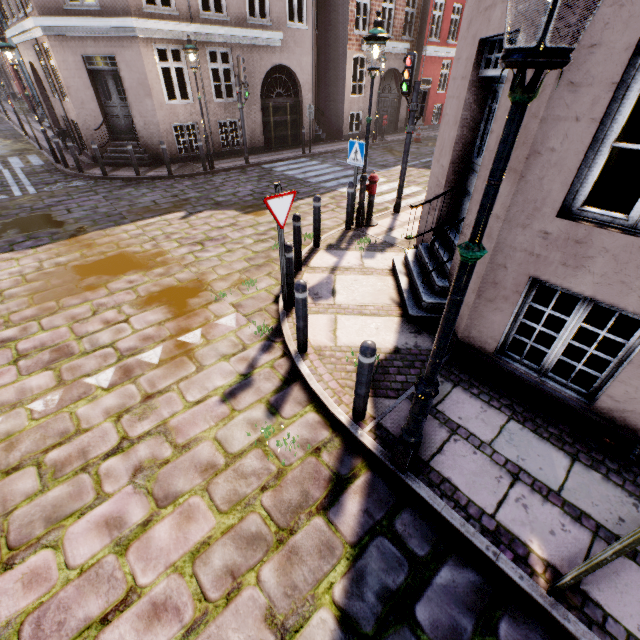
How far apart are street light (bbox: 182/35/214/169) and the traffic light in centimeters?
741cm

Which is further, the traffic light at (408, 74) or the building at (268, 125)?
the traffic light at (408, 74)

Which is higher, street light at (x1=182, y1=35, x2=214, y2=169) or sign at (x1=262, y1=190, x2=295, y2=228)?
street light at (x1=182, y1=35, x2=214, y2=169)

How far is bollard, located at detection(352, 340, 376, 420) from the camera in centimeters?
301cm

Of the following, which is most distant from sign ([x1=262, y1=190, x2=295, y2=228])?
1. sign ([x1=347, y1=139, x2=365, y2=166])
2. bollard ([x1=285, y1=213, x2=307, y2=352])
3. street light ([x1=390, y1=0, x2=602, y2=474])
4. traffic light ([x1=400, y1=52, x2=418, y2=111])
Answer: traffic light ([x1=400, y1=52, x2=418, y2=111])

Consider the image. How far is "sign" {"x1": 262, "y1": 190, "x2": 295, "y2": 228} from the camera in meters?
4.1 m

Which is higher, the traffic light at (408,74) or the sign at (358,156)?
the traffic light at (408,74)

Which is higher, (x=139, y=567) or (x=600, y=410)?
(x=600, y=410)
